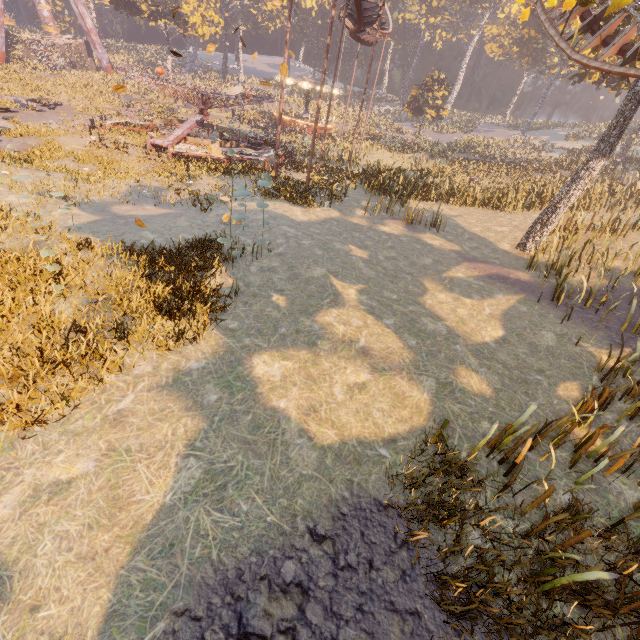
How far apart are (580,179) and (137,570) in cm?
1681

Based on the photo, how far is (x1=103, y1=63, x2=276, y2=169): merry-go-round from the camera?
19.4 meters

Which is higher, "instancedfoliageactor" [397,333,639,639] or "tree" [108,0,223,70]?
"tree" [108,0,223,70]

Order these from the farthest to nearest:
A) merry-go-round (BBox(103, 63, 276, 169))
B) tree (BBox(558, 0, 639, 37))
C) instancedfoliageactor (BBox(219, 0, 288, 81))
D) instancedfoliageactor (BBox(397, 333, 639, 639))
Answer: instancedfoliageactor (BBox(219, 0, 288, 81))
merry-go-round (BBox(103, 63, 276, 169))
tree (BBox(558, 0, 639, 37))
instancedfoliageactor (BBox(397, 333, 639, 639))

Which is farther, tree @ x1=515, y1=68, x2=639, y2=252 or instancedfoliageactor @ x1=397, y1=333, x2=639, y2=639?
tree @ x1=515, y1=68, x2=639, y2=252

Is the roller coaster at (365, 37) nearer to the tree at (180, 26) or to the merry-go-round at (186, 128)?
the merry-go-round at (186, 128)

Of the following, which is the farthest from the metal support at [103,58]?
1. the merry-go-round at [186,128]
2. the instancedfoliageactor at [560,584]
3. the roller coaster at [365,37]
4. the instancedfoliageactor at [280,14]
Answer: the instancedfoliageactor at [560,584]

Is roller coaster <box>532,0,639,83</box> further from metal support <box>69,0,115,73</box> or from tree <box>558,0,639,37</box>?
metal support <box>69,0,115,73</box>
